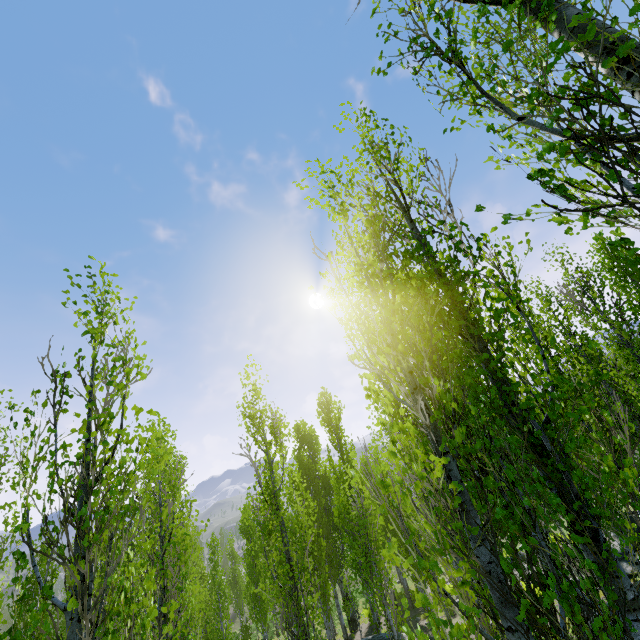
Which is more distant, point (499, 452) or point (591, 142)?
point (499, 452)
